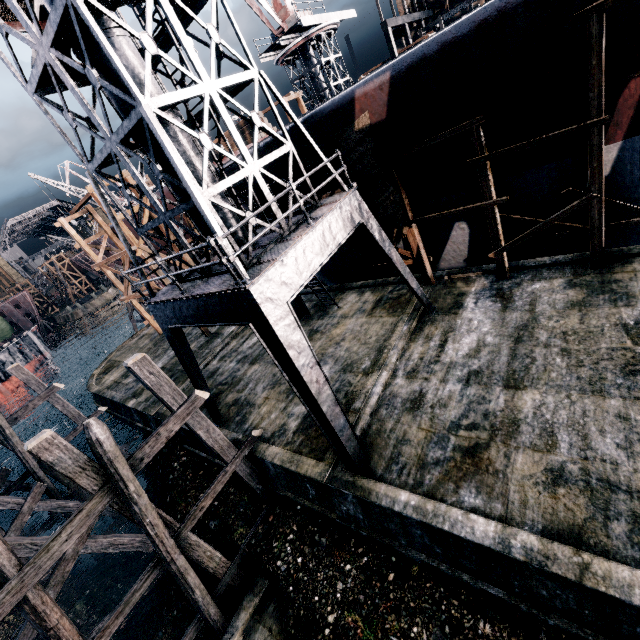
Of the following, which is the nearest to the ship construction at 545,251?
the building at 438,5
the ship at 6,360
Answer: the ship at 6,360

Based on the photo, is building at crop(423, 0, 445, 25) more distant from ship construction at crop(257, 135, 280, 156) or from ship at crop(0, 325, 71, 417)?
ship at crop(0, 325, 71, 417)

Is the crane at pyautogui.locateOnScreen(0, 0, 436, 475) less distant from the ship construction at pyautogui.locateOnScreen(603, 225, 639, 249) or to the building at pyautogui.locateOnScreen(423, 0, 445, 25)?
the ship construction at pyautogui.locateOnScreen(603, 225, 639, 249)

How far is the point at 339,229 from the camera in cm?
1002

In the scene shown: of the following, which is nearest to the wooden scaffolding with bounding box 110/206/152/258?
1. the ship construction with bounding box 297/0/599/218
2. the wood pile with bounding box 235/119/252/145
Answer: the ship construction with bounding box 297/0/599/218

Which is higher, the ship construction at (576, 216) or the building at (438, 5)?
the building at (438, 5)

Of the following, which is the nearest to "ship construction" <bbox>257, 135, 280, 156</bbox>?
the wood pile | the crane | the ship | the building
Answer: the crane

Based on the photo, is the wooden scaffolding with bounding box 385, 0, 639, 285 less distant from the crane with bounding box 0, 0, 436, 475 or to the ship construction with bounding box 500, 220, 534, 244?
the ship construction with bounding box 500, 220, 534, 244
